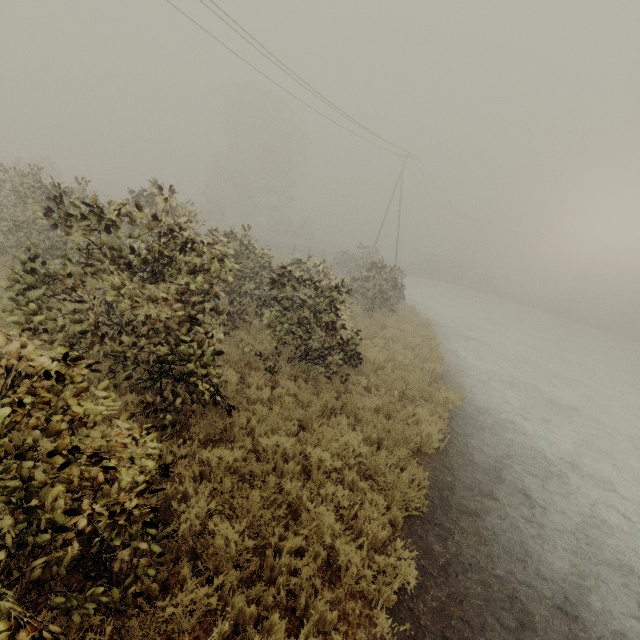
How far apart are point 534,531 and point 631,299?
68.31m
